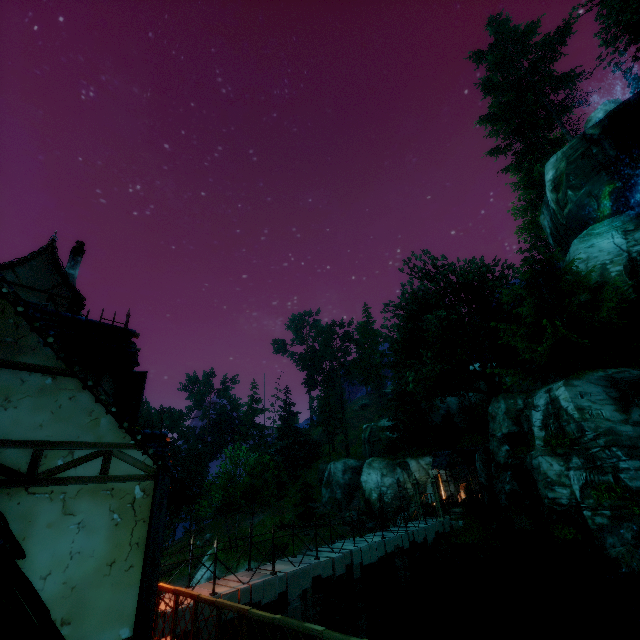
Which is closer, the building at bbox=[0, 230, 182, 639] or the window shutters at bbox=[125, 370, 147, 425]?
the building at bbox=[0, 230, 182, 639]

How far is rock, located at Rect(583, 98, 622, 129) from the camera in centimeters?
2500cm

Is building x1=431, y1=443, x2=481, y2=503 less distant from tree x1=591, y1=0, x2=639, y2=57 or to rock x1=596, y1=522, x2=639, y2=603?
tree x1=591, y1=0, x2=639, y2=57

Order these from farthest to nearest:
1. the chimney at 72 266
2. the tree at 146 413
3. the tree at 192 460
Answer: the tree at 146 413 → the tree at 192 460 → the chimney at 72 266

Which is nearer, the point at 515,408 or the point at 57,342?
the point at 57,342

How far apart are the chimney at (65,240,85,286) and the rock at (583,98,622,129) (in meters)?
37.83

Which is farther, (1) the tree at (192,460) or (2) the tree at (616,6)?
(1) the tree at (192,460)

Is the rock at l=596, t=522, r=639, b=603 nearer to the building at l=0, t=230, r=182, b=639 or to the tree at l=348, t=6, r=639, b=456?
the tree at l=348, t=6, r=639, b=456
